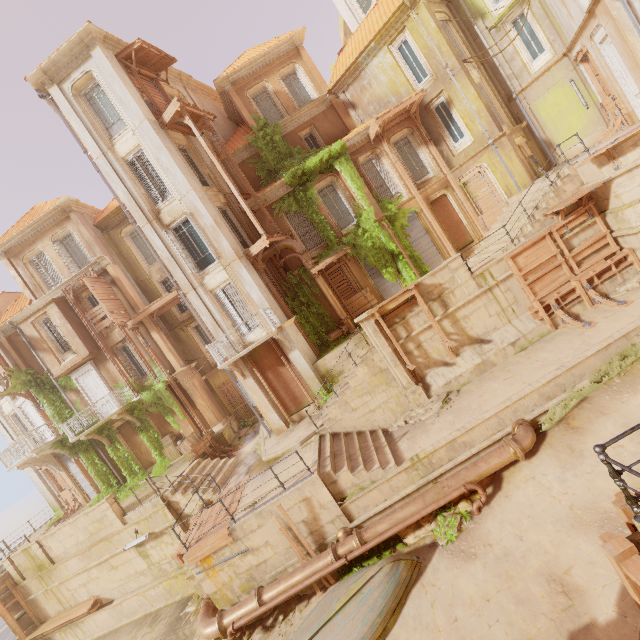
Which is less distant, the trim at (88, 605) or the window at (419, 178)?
the trim at (88, 605)

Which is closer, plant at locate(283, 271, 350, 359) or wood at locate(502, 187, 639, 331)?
wood at locate(502, 187, 639, 331)

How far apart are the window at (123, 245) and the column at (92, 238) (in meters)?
1.19

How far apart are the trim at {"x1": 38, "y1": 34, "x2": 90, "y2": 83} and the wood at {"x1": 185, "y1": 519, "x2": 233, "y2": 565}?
20.31m

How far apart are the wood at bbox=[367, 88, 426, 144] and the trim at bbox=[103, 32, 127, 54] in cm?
1175

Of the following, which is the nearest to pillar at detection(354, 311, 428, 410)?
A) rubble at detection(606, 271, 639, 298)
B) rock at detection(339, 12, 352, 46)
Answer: rubble at detection(606, 271, 639, 298)

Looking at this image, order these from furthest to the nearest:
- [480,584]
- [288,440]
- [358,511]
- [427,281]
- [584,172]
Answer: [288,440] → [427,281] → [584,172] → [358,511] → [480,584]

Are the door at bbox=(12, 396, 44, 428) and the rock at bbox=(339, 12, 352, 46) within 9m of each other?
no
